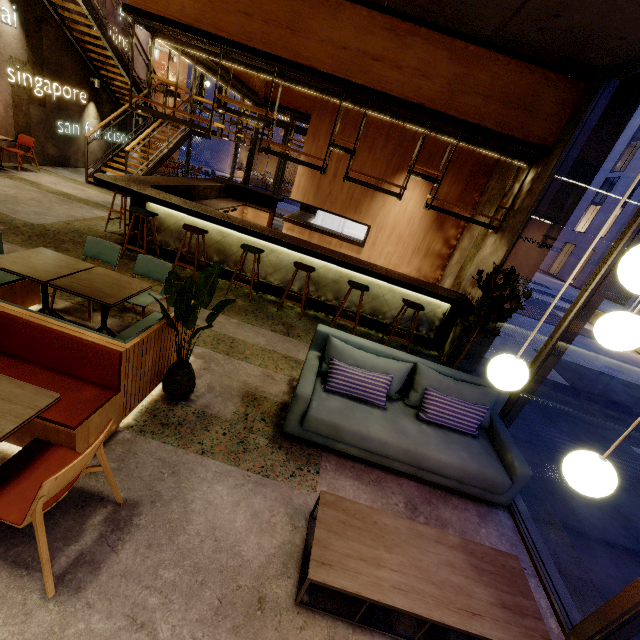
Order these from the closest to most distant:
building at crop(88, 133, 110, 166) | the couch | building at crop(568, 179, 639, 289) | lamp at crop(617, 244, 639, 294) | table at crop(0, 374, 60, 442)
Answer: lamp at crop(617, 244, 639, 294) < table at crop(0, 374, 60, 442) < the couch < building at crop(88, 133, 110, 166) < building at crop(568, 179, 639, 289)

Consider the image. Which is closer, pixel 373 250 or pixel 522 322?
pixel 373 250

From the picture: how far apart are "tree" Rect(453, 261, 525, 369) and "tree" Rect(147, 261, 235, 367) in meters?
2.9 m

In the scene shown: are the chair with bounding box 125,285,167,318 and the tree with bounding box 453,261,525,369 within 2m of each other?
no

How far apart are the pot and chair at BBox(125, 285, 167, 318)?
1.0 meters

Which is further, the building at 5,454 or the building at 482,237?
the building at 482,237

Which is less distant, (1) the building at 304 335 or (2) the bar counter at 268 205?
(1) the building at 304 335

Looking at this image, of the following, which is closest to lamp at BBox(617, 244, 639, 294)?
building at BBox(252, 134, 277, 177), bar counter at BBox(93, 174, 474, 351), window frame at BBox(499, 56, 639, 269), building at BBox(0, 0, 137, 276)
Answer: building at BBox(0, 0, 137, 276)
